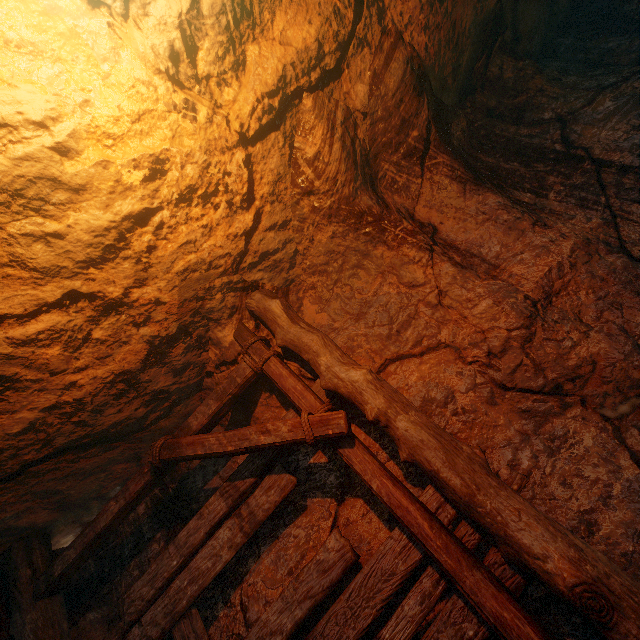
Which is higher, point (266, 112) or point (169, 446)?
point (266, 112)
